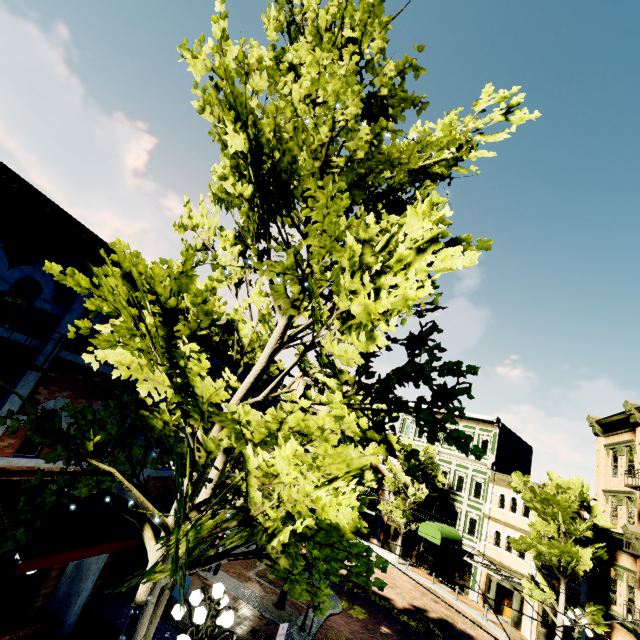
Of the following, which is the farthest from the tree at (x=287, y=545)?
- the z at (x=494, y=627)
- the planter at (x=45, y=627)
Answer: the planter at (x=45, y=627)

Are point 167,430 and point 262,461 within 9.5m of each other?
yes

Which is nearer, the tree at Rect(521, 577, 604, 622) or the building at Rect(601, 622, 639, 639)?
the building at Rect(601, 622, 639, 639)

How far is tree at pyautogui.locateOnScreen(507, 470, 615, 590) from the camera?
18.39m

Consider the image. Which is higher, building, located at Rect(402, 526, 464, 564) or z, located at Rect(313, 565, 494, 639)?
building, located at Rect(402, 526, 464, 564)

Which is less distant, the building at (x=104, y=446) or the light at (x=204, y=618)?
the light at (x=204, y=618)

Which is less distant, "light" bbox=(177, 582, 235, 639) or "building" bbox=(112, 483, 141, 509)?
"light" bbox=(177, 582, 235, 639)
